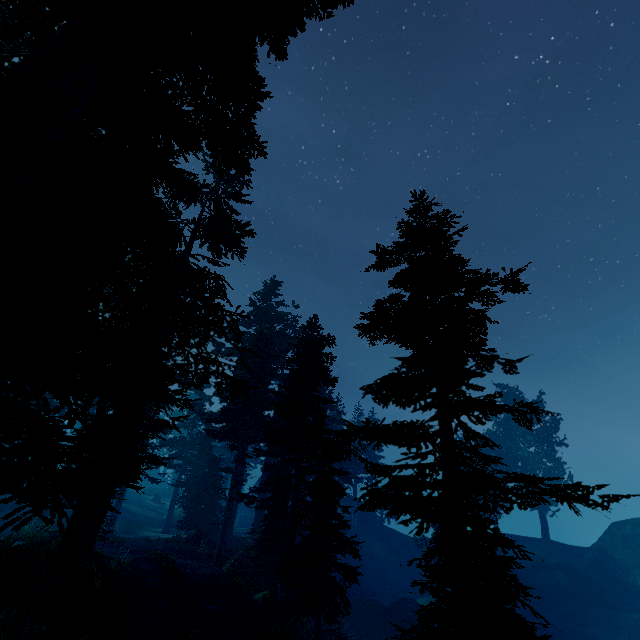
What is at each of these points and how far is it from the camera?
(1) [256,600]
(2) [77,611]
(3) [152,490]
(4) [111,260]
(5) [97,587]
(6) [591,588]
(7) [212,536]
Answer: (1) rock, 15.79m
(2) tree trunk, 8.68m
(3) rock, 52.19m
(4) instancedfoliageactor, 4.91m
(5) instancedfoliageactor, 10.20m
(6) rock, 31.44m
(7) rock, 25.61m

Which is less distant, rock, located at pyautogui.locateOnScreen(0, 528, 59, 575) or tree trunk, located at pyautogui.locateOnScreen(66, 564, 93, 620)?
tree trunk, located at pyautogui.locateOnScreen(66, 564, 93, 620)

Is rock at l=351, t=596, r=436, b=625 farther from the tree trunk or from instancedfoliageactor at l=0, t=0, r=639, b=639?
the tree trunk

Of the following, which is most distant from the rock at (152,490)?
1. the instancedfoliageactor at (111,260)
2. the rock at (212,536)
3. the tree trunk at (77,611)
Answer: the tree trunk at (77,611)

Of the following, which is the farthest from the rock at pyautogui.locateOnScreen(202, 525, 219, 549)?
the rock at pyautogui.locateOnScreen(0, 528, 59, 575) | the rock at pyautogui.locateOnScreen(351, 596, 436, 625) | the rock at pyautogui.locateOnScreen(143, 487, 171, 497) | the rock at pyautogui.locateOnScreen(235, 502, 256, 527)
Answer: the rock at pyautogui.locateOnScreen(143, 487, 171, 497)

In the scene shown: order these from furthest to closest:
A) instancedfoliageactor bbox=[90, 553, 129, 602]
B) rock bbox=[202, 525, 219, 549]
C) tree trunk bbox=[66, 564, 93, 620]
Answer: rock bbox=[202, 525, 219, 549] < instancedfoliageactor bbox=[90, 553, 129, 602] < tree trunk bbox=[66, 564, 93, 620]

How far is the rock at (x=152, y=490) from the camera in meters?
50.3 m

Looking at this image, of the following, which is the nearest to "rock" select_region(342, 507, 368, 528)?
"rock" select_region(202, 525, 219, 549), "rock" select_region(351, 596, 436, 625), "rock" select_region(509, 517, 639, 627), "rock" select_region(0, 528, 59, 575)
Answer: "rock" select_region(509, 517, 639, 627)
